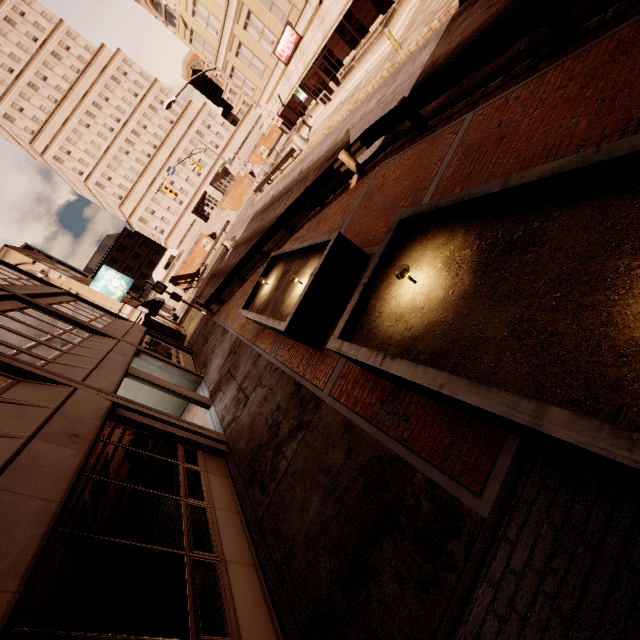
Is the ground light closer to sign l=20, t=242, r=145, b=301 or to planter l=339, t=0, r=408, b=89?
planter l=339, t=0, r=408, b=89

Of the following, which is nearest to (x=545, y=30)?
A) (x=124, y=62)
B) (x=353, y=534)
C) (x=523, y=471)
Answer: (x=523, y=471)

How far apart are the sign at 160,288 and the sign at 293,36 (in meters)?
21.34

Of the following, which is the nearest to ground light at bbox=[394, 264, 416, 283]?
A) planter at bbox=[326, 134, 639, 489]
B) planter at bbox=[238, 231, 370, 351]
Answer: planter at bbox=[326, 134, 639, 489]

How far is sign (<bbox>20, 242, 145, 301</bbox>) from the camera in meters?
24.8 m

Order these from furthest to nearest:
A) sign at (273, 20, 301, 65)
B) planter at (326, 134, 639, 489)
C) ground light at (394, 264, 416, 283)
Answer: sign at (273, 20, 301, 65) < ground light at (394, 264, 416, 283) < planter at (326, 134, 639, 489)

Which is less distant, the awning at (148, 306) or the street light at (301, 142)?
the awning at (148, 306)

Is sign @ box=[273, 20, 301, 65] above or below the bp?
above
